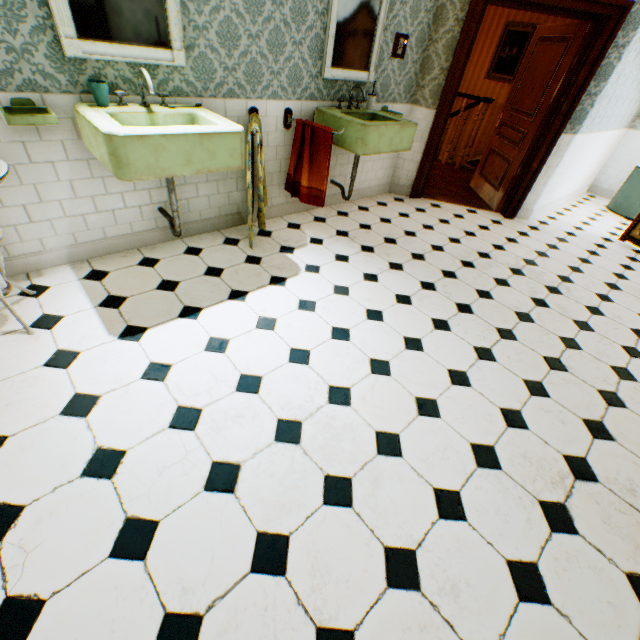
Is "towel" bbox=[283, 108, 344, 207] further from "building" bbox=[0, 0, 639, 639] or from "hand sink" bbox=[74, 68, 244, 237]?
"hand sink" bbox=[74, 68, 244, 237]

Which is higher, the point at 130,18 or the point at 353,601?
the point at 130,18

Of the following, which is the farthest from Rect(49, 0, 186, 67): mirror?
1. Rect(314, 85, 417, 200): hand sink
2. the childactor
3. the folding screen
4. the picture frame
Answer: the picture frame

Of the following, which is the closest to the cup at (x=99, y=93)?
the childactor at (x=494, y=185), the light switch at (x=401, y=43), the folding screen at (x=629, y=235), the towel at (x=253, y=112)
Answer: the towel at (x=253, y=112)

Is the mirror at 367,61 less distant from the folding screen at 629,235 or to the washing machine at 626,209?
the folding screen at 629,235

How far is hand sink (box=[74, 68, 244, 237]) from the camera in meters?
1.9

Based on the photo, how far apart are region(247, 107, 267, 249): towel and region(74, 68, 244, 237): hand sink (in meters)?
0.21

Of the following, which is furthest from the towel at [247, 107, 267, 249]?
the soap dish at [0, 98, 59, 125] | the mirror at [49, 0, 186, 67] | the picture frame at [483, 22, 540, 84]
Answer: the picture frame at [483, 22, 540, 84]
